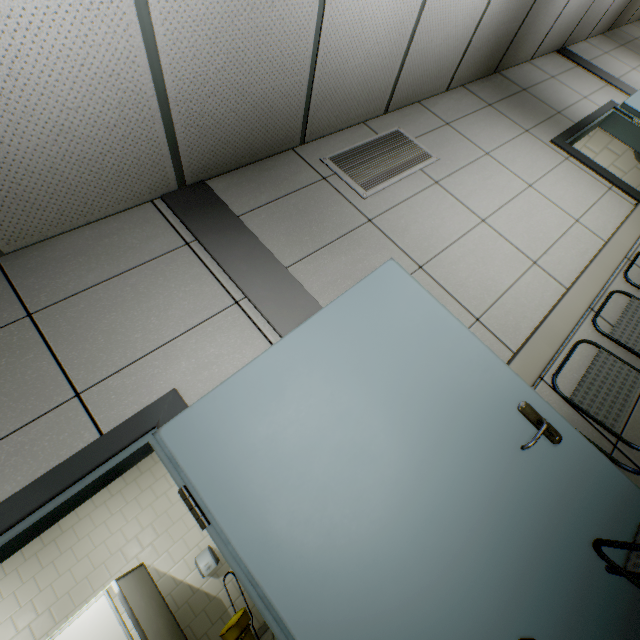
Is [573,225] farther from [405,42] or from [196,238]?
[196,238]

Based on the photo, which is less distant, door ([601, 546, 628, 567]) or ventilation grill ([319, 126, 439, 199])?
door ([601, 546, 628, 567])

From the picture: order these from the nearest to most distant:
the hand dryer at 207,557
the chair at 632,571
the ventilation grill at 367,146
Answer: the chair at 632,571 → the ventilation grill at 367,146 → the hand dryer at 207,557

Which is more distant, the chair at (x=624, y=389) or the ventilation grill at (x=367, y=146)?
the ventilation grill at (x=367, y=146)

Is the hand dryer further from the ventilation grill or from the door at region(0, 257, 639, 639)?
the ventilation grill

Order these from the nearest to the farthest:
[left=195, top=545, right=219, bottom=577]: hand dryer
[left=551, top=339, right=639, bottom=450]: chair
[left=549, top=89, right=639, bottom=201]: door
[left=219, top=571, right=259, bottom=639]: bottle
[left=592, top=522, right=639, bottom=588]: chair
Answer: [left=592, top=522, right=639, bottom=588]: chair
[left=551, top=339, right=639, bottom=450]: chair
[left=549, top=89, right=639, bottom=201]: door
[left=219, top=571, right=259, bottom=639]: bottle
[left=195, top=545, right=219, bottom=577]: hand dryer

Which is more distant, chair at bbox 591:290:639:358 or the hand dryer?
the hand dryer
